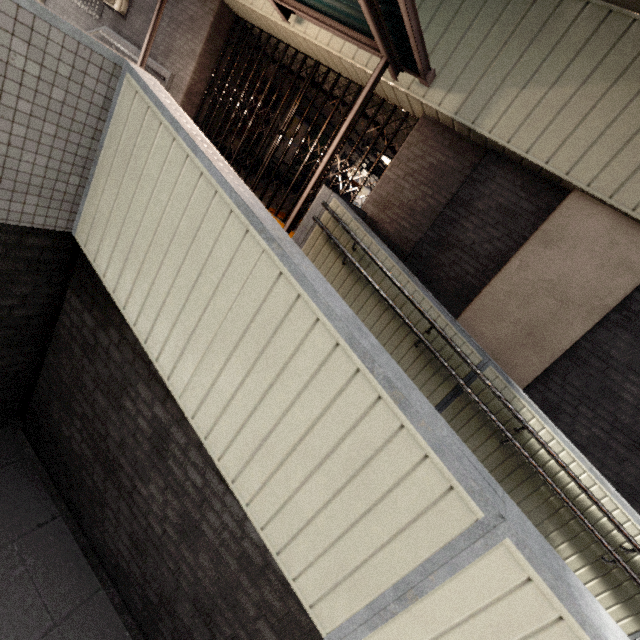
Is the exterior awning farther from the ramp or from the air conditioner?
the air conditioner

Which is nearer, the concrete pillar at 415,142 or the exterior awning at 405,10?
the exterior awning at 405,10

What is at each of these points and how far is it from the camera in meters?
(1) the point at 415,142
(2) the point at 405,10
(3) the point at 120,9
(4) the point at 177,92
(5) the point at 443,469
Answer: Answer:
(1) concrete pillar, 5.4 m
(2) exterior awning, 3.4 m
(3) air conditioner, 8.1 m
(4) concrete pillar, 7.6 m
(5) ramp, 1.3 m

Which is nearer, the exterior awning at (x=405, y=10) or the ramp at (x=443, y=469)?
the ramp at (x=443, y=469)

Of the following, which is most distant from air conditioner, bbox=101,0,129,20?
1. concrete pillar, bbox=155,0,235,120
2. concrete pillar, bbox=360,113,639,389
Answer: concrete pillar, bbox=360,113,639,389

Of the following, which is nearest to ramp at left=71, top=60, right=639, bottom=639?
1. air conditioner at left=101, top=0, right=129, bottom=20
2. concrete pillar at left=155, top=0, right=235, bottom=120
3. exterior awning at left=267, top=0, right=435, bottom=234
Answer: exterior awning at left=267, top=0, right=435, bottom=234

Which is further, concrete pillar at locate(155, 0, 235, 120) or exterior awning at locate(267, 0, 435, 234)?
concrete pillar at locate(155, 0, 235, 120)

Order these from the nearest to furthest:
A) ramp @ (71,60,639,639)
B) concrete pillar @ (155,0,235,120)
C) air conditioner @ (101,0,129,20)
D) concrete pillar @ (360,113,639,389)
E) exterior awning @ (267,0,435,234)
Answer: ramp @ (71,60,639,639) → exterior awning @ (267,0,435,234) → concrete pillar @ (360,113,639,389) → concrete pillar @ (155,0,235,120) → air conditioner @ (101,0,129,20)
